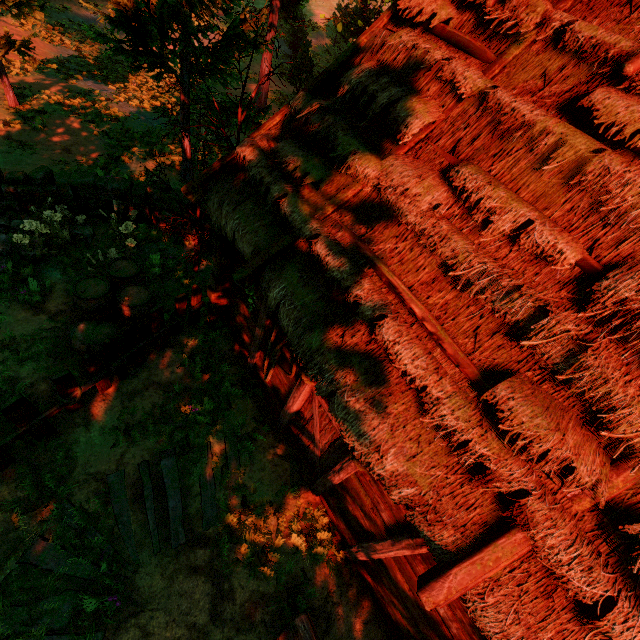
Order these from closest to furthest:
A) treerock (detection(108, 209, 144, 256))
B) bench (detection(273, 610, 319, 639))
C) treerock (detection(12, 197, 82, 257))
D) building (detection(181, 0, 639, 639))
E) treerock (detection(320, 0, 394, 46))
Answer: building (detection(181, 0, 639, 639)) → bench (detection(273, 610, 319, 639)) → treerock (detection(12, 197, 82, 257)) → treerock (detection(108, 209, 144, 256)) → treerock (detection(320, 0, 394, 46))

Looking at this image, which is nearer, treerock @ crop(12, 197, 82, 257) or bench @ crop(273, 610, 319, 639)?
bench @ crop(273, 610, 319, 639)

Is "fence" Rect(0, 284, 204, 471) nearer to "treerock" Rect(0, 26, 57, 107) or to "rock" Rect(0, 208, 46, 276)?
"treerock" Rect(0, 26, 57, 107)

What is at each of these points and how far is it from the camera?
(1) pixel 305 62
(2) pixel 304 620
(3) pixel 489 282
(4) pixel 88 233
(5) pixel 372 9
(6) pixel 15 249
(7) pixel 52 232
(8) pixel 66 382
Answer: (1) treerock, 19.7 meters
(2) bench, 4.6 meters
(3) building, 3.3 meters
(4) rock, 8.0 meters
(5) treerock, 22.5 meters
(6) rock, 7.2 meters
(7) treerock, 7.2 meters
(8) fence, 5.0 meters

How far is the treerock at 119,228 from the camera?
7.6 meters

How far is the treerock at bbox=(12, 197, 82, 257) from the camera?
6.89m

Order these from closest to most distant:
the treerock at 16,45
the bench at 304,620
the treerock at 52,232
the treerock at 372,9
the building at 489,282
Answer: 1. the building at 489,282
2. the bench at 304,620
3. the treerock at 52,232
4. the treerock at 16,45
5. the treerock at 372,9

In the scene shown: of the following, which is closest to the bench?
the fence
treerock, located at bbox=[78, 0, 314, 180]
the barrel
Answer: treerock, located at bbox=[78, 0, 314, 180]
